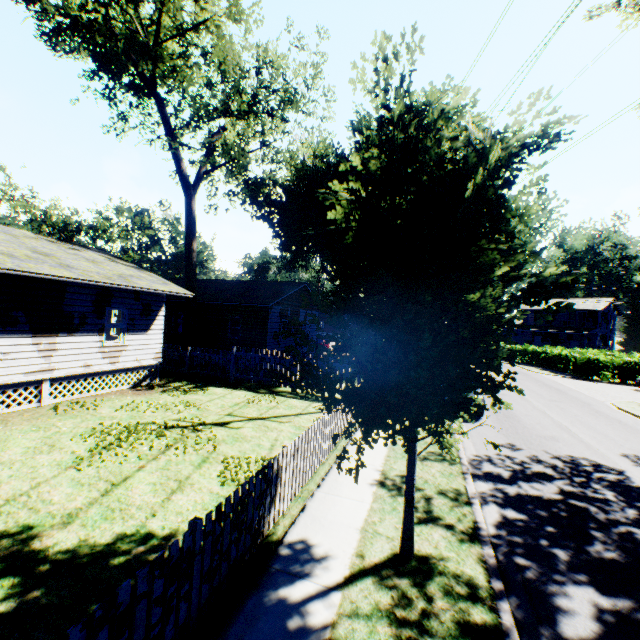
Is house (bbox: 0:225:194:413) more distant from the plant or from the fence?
the fence

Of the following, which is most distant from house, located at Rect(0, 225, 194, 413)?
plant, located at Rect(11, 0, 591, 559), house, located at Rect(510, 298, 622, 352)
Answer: house, located at Rect(510, 298, 622, 352)

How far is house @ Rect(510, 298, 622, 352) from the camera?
47.8m

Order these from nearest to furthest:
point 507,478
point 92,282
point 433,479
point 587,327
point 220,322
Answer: point 433,479, point 507,478, point 92,282, point 220,322, point 587,327

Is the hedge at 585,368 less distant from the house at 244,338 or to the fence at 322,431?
the fence at 322,431

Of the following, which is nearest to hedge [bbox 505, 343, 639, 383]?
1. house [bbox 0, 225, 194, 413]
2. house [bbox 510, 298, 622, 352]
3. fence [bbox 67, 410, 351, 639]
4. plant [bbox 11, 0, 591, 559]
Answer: plant [bbox 11, 0, 591, 559]

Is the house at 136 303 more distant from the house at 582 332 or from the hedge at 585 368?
the house at 582 332

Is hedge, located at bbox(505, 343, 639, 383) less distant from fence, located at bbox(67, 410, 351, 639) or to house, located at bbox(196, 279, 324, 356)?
fence, located at bbox(67, 410, 351, 639)
